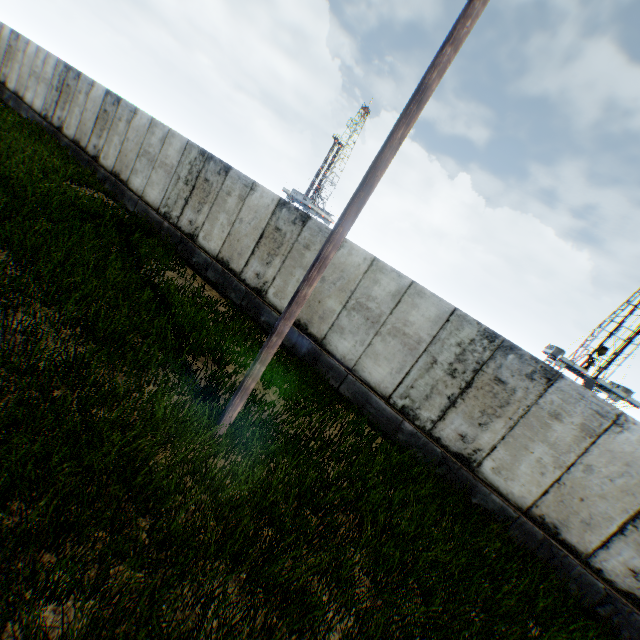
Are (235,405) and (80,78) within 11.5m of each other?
no
